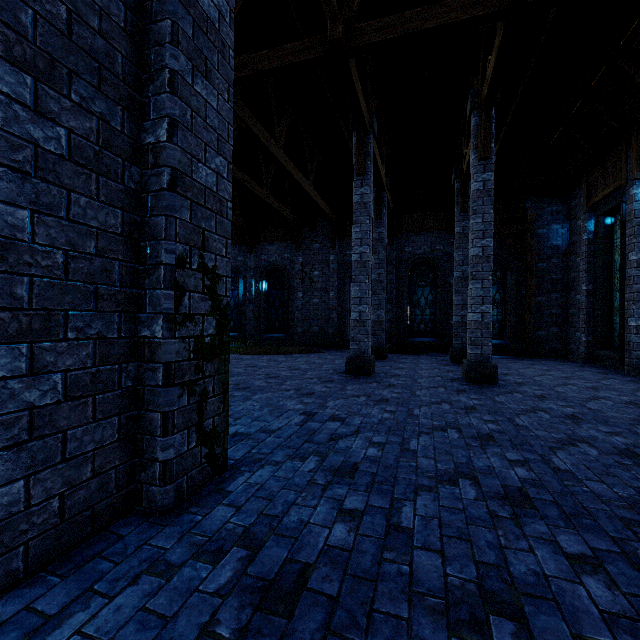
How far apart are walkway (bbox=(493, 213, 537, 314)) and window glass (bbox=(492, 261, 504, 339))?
0.7 meters

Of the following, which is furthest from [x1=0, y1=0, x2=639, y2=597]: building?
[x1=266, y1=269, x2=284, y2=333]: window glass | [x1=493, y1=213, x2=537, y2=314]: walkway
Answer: [x1=266, y1=269, x2=284, y2=333]: window glass

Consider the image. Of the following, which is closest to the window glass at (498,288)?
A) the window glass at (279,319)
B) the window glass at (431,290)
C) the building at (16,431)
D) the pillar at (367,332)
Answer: the building at (16,431)

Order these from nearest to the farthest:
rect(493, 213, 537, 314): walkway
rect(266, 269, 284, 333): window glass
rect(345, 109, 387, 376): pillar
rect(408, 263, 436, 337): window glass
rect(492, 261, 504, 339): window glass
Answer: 1. rect(345, 109, 387, 376): pillar
2. rect(493, 213, 537, 314): walkway
3. rect(492, 261, 504, 339): window glass
4. rect(408, 263, 436, 337): window glass
5. rect(266, 269, 284, 333): window glass

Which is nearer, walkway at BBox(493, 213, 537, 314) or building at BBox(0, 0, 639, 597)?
building at BBox(0, 0, 639, 597)

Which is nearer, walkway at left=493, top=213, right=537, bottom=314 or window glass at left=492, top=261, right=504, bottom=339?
walkway at left=493, top=213, right=537, bottom=314

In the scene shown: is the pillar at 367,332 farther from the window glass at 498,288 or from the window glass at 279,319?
the window glass at 279,319

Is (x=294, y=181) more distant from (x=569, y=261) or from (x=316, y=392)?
(x=569, y=261)
